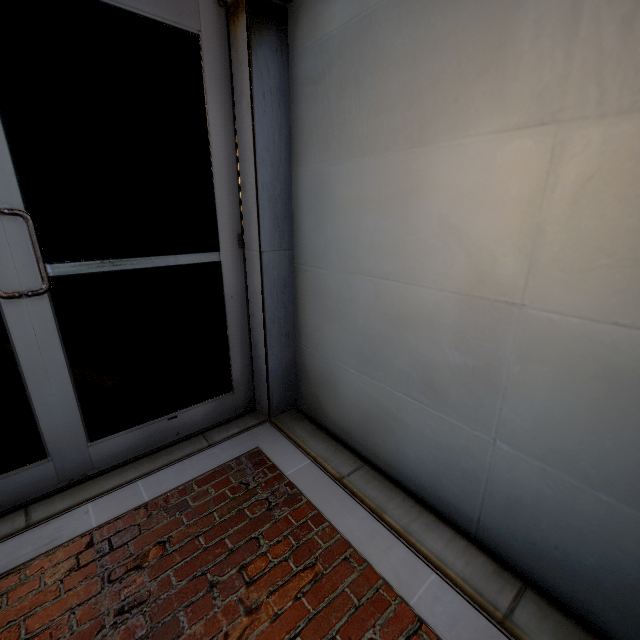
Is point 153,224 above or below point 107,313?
above
